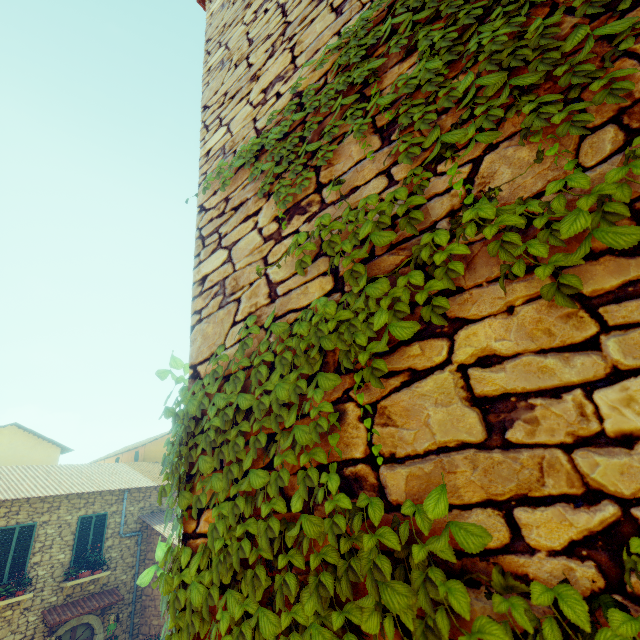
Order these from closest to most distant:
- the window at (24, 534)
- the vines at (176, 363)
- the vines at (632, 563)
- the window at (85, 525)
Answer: the vines at (632, 563)
the vines at (176, 363)
the window at (24, 534)
the window at (85, 525)

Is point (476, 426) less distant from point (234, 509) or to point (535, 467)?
point (535, 467)

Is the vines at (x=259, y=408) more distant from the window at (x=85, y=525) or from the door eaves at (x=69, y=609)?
the window at (x=85, y=525)

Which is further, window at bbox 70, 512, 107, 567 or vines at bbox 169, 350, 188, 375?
window at bbox 70, 512, 107, 567

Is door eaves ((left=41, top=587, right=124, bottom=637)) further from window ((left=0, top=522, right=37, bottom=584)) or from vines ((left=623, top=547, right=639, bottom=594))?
vines ((left=623, top=547, right=639, bottom=594))

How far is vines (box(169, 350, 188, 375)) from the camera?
1.83m

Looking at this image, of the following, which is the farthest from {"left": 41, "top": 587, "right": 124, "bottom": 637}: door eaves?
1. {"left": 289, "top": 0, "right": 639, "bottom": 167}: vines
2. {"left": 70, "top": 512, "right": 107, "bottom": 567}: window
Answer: {"left": 289, "top": 0, "right": 639, "bottom": 167}: vines
